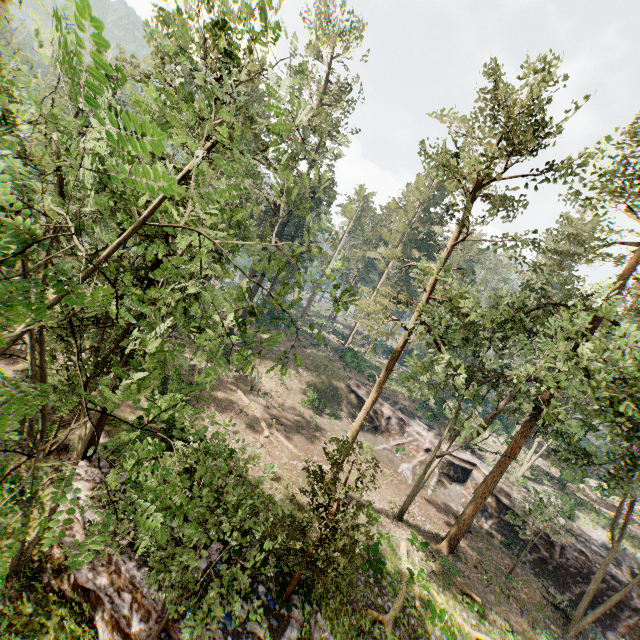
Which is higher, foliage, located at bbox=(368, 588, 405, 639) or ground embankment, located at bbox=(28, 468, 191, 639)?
foliage, located at bbox=(368, 588, 405, 639)

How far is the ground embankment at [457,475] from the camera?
30.4m

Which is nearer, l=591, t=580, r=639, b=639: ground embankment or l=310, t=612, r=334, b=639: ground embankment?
l=310, t=612, r=334, b=639: ground embankment

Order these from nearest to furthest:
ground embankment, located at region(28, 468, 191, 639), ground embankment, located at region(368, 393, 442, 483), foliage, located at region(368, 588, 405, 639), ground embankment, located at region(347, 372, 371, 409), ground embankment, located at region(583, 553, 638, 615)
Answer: ground embankment, located at region(28, 468, 191, 639) → foliage, located at region(368, 588, 405, 639) → ground embankment, located at region(583, 553, 638, 615) → ground embankment, located at region(368, 393, 442, 483) → ground embankment, located at region(347, 372, 371, 409)

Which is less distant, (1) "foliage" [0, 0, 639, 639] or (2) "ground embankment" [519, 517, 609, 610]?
(1) "foliage" [0, 0, 639, 639]

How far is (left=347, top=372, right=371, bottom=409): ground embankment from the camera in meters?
36.6 m

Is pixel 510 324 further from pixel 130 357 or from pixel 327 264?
pixel 327 264
